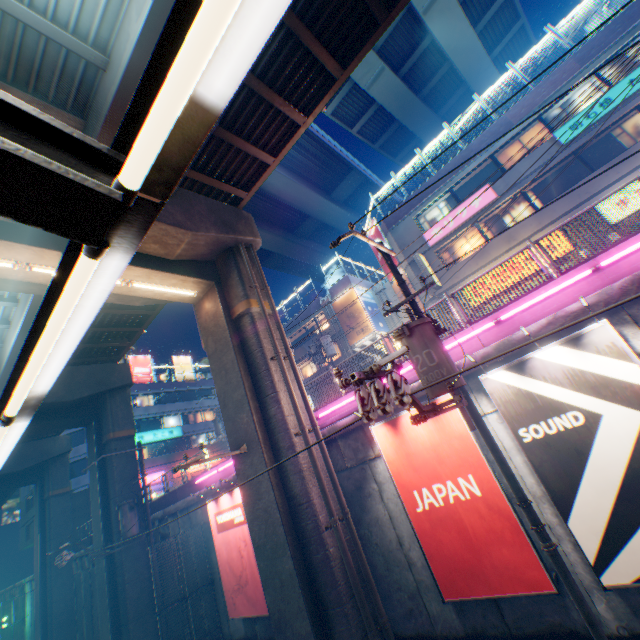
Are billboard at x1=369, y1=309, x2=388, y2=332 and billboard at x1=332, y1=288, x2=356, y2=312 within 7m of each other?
yes

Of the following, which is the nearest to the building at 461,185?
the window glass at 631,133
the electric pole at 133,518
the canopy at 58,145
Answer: the window glass at 631,133

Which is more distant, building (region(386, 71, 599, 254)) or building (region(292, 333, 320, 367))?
building (region(292, 333, 320, 367))

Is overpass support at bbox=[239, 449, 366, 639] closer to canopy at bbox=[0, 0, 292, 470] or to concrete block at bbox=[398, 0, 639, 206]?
canopy at bbox=[0, 0, 292, 470]

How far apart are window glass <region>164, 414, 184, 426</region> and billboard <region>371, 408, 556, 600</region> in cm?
3740

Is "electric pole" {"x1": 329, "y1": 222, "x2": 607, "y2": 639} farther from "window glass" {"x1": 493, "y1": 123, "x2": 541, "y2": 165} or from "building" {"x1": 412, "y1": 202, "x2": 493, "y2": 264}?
"window glass" {"x1": 493, "y1": 123, "x2": 541, "y2": 165}

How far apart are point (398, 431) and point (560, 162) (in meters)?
17.37

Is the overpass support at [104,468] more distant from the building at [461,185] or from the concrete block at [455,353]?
the building at [461,185]
